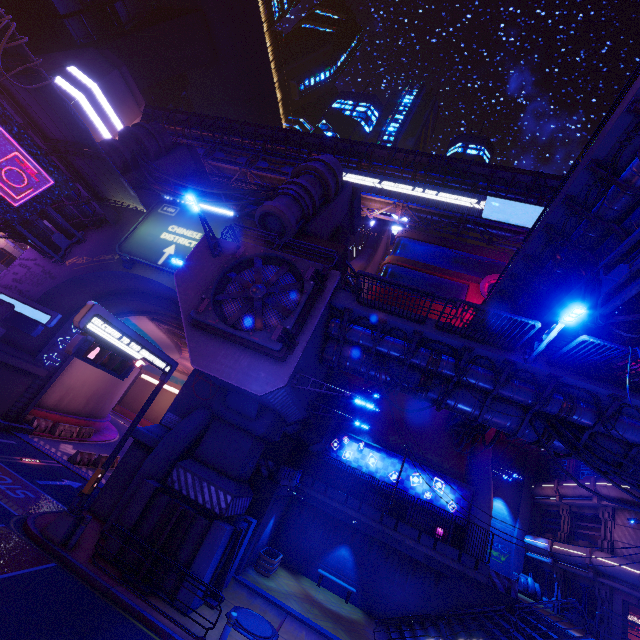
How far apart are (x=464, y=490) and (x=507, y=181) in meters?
36.6 m

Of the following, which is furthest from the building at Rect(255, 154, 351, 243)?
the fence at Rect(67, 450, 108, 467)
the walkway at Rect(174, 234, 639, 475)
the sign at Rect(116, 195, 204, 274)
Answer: the fence at Rect(67, 450, 108, 467)

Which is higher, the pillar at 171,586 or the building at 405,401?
the building at 405,401

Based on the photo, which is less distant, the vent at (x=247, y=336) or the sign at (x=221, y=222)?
the vent at (x=247, y=336)

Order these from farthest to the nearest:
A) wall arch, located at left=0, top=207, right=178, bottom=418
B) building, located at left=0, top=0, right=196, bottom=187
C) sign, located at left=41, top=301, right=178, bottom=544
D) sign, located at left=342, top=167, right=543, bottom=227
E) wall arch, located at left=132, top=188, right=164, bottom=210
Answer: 1. sign, located at left=342, top=167, right=543, bottom=227
2. building, located at left=0, top=0, right=196, bottom=187
3. wall arch, located at left=132, top=188, right=164, bottom=210
4. wall arch, located at left=0, top=207, right=178, bottom=418
5. sign, located at left=41, top=301, right=178, bottom=544

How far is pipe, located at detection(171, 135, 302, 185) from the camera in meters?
48.1 m

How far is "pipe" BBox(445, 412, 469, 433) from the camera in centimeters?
2556cm

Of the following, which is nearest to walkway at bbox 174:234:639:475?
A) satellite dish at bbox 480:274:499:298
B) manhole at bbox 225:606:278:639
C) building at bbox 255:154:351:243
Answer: building at bbox 255:154:351:243
